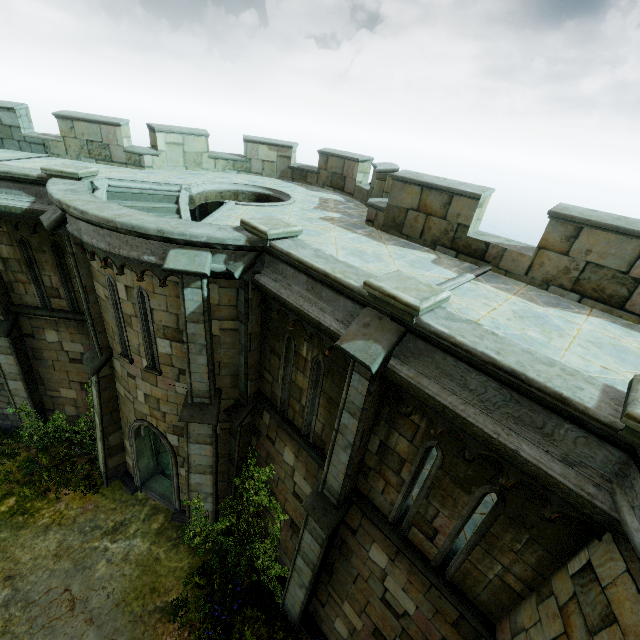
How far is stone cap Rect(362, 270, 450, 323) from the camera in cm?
435

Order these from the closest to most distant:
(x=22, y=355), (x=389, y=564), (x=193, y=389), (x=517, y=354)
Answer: (x=517, y=354) → (x=389, y=564) → (x=193, y=389) → (x=22, y=355)

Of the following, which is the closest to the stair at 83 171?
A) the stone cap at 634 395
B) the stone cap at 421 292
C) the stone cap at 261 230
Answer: the stone cap at 261 230

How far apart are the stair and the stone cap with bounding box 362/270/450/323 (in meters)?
8.71

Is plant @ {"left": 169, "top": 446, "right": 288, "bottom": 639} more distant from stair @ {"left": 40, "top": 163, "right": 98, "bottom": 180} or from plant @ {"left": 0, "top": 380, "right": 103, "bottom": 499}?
stair @ {"left": 40, "top": 163, "right": 98, "bottom": 180}

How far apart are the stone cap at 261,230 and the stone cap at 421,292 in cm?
243

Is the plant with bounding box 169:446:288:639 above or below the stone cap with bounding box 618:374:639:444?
below

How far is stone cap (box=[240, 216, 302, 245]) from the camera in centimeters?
631cm
